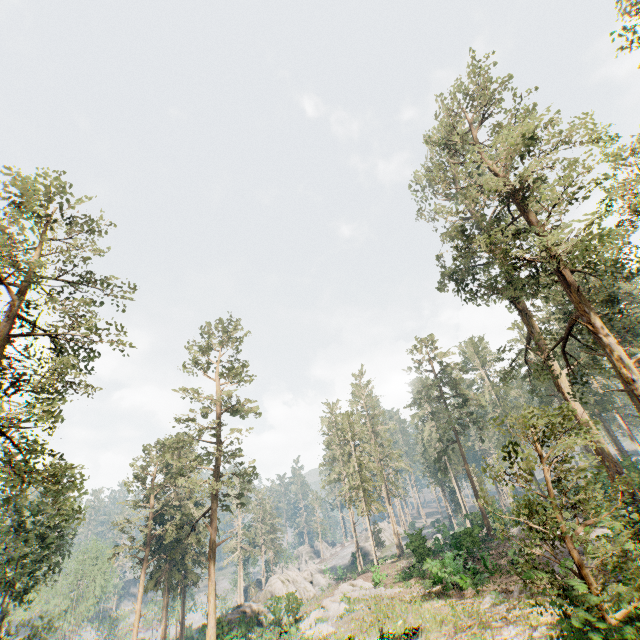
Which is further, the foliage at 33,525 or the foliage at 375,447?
the foliage at 375,447

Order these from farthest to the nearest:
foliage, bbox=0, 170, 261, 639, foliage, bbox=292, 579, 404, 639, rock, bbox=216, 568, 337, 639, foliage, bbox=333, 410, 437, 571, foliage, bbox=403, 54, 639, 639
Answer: foliage, bbox=333, 410, 437, 571, rock, bbox=216, 568, 337, 639, foliage, bbox=292, 579, 404, 639, foliage, bbox=0, 170, 261, 639, foliage, bbox=403, 54, 639, 639

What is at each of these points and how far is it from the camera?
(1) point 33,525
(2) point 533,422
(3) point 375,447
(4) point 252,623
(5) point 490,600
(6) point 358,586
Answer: (1) foliage, 27.9 meters
(2) foliage, 6.4 meters
(3) foliage, 45.7 meters
(4) rock, 33.0 meters
(5) foliage, 16.8 meters
(6) foliage, 31.0 meters

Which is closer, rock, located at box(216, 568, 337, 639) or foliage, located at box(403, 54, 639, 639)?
foliage, located at box(403, 54, 639, 639)

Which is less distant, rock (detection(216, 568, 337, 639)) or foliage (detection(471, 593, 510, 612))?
foliage (detection(471, 593, 510, 612))

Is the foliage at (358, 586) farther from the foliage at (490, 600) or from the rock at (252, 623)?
the rock at (252, 623)

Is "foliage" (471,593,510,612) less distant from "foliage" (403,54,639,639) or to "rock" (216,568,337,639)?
"foliage" (403,54,639,639)
